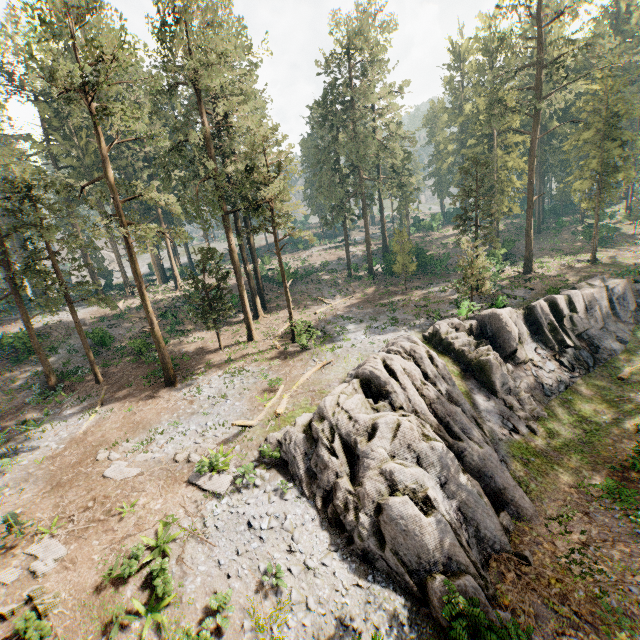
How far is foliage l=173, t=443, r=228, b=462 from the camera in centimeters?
1619cm

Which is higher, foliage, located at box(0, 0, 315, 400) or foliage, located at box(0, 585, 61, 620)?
foliage, located at box(0, 0, 315, 400)

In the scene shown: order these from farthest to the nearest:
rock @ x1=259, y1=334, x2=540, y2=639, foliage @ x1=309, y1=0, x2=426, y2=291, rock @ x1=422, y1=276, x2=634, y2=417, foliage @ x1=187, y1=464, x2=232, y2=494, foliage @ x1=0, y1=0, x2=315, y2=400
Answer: foliage @ x1=309, y1=0, x2=426, y2=291 < rock @ x1=422, y1=276, x2=634, y2=417 < foliage @ x1=0, y1=0, x2=315, y2=400 < foliage @ x1=187, y1=464, x2=232, y2=494 < rock @ x1=259, y1=334, x2=540, y2=639

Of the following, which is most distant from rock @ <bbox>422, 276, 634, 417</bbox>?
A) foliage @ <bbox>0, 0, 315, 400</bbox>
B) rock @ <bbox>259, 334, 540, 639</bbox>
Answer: foliage @ <bbox>0, 0, 315, 400</bbox>

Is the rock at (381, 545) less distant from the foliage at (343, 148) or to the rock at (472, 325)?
the rock at (472, 325)

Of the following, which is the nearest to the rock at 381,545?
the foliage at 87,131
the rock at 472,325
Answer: the rock at 472,325

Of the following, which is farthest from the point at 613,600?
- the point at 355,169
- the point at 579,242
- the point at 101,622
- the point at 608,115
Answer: the point at 579,242
